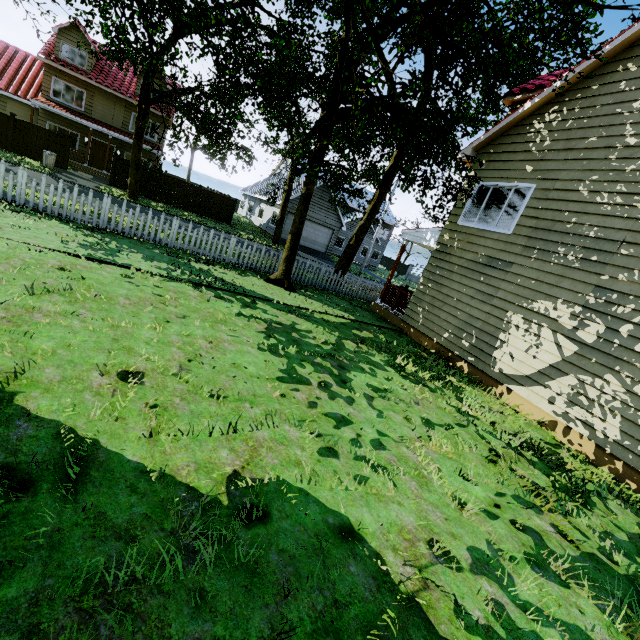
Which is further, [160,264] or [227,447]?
[160,264]

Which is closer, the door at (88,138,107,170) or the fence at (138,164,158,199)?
the fence at (138,164,158,199)

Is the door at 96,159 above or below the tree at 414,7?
below

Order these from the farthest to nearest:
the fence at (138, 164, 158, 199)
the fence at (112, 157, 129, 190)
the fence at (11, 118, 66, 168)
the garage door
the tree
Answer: the garage door < the fence at (138, 164, 158, 199) < the fence at (112, 157, 129, 190) < the fence at (11, 118, 66, 168) < the tree

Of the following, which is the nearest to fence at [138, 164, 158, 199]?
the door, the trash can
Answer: the trash can

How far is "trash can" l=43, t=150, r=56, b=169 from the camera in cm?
1891

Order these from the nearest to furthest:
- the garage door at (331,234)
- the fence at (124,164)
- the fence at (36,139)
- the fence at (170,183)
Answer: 1. the fence at (36,139)
2. the fence at (124,164)
3. the fence at (170,183)
4. the garage door at (331,234)

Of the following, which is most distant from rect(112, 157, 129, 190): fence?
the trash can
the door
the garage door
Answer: the door
